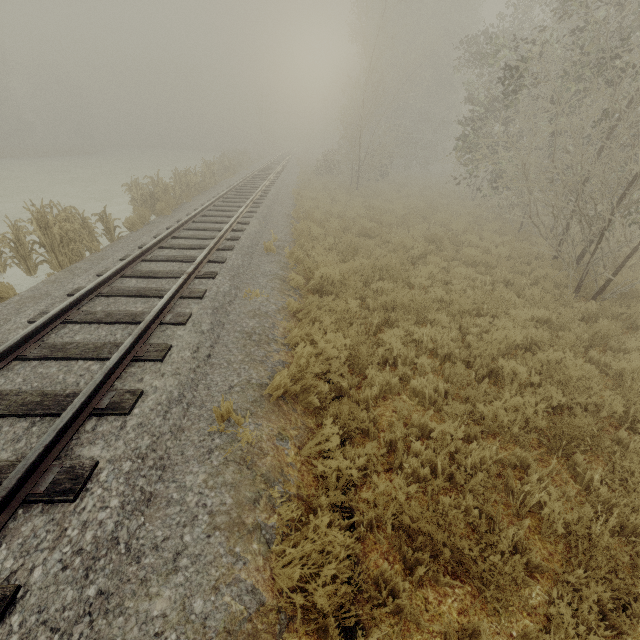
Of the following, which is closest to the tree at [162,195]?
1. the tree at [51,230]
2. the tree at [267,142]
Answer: the tree at [51,230]

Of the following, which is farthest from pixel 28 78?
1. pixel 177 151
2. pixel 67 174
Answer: pixel 67 174

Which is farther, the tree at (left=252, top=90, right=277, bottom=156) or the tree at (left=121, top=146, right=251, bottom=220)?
the tree at (left=252, top=90, right=277, bottom=156)

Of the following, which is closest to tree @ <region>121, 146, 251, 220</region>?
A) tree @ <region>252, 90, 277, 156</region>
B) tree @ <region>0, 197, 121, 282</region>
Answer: tree @ <region>0, 197, 121, 282</region>

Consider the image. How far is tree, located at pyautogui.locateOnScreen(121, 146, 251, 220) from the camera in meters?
13.8 m

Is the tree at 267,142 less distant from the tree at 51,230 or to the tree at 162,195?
the tree at 162,195

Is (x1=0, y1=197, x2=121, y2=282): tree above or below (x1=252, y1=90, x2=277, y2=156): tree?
below

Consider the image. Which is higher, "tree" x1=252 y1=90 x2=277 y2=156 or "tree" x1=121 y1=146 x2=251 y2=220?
"tree" x1=252 y1=90 x2=277 y2=156
